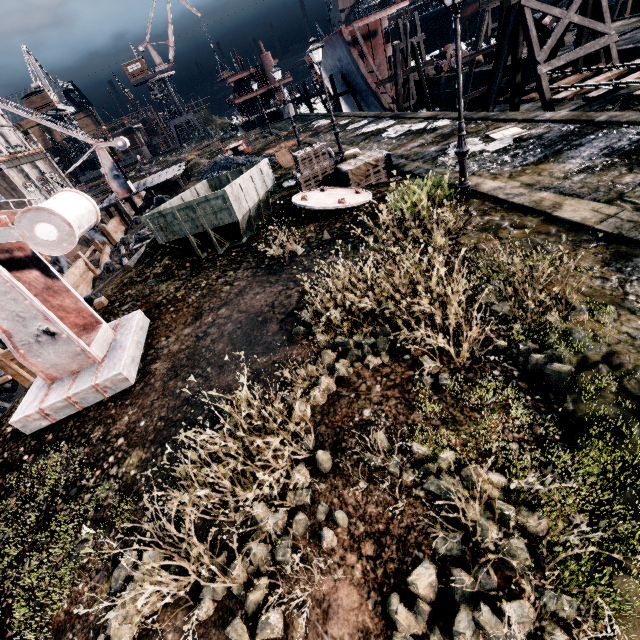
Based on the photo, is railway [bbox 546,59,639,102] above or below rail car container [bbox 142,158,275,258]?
below

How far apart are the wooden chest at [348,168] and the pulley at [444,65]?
30.8 meters

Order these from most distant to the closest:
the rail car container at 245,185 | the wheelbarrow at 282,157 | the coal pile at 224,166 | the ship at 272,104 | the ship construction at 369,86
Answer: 1. the ship at 272,104
2. the ship construction at 369,86
3. the coal pile at 224,166
4. the wheelbarrow at 282,157
5. the rail car container at 245,185

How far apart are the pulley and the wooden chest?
30.8 meters

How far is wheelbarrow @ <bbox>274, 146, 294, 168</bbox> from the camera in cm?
2319

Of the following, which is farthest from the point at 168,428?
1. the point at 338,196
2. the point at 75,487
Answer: the point at 338,196

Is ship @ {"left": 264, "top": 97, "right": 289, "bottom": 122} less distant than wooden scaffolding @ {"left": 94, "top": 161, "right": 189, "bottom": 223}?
No

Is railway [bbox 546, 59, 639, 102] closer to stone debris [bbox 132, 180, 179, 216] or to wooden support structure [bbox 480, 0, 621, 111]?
wooden support structure [bbox 480, 0, 621, 111]
